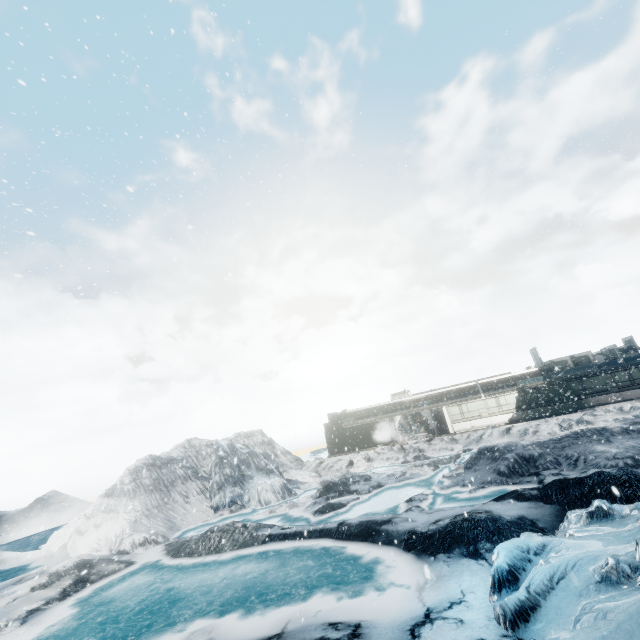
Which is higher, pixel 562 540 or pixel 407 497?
pixel 562 540
